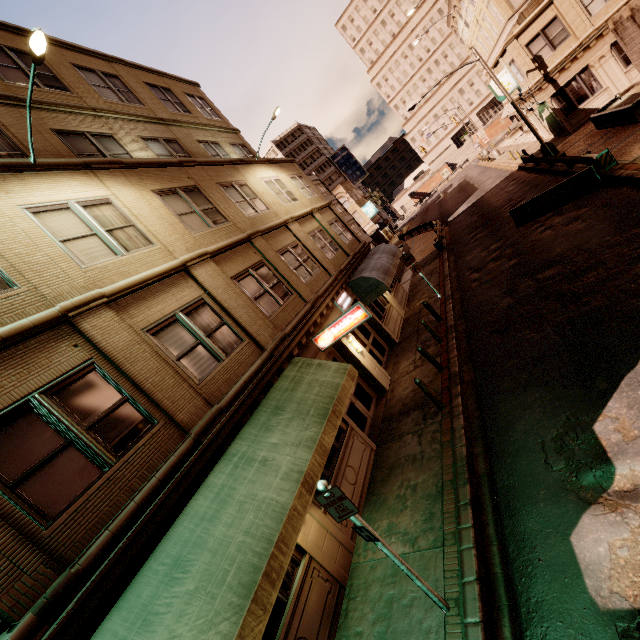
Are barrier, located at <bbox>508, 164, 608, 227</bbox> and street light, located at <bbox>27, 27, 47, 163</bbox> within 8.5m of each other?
no

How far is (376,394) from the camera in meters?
13.1

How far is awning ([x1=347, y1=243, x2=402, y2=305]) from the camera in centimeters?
1539cm

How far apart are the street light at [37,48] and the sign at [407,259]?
14.3m

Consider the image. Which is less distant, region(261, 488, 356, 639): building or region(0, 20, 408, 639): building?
region(0, 20, 408, 639): building

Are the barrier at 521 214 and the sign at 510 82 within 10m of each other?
no

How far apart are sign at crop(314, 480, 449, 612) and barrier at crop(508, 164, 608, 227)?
16.43m

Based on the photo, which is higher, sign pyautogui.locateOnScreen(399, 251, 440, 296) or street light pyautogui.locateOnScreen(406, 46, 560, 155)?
sign pyautogui.locateOnScreen(399, 251, 440, 296)
